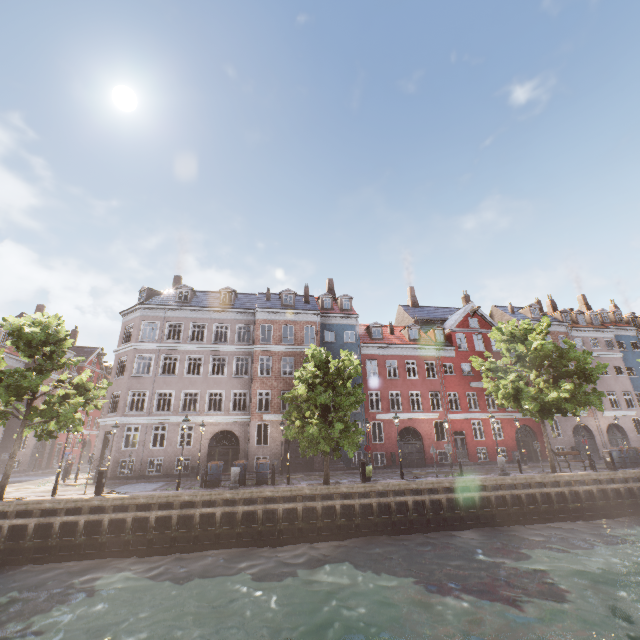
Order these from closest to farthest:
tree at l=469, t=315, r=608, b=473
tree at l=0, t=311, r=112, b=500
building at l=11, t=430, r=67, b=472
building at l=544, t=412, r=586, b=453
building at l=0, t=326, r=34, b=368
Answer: tree at l=0, t=311, r=112, b=500
tree at l=469, t=315, r=608, b=473
building at l=544, t=412, r=586, b=453
building at l=0, t=326, r=34, b=368
building at l=11, t=430, r=67, b=472

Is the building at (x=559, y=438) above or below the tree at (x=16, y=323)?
below

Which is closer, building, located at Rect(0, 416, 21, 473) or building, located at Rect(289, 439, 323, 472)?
building, located at Rect(289, 439, 323, 472)

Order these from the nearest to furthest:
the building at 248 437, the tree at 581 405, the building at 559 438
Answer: the tree at 581 405 → the building at 248 437 → the building at 559 438

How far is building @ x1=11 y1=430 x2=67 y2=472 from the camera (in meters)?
33.84

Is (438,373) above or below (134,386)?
above

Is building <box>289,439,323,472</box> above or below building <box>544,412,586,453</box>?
below

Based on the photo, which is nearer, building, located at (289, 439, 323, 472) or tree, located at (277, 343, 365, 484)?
tree, located at (277, 343, 365, 484)
